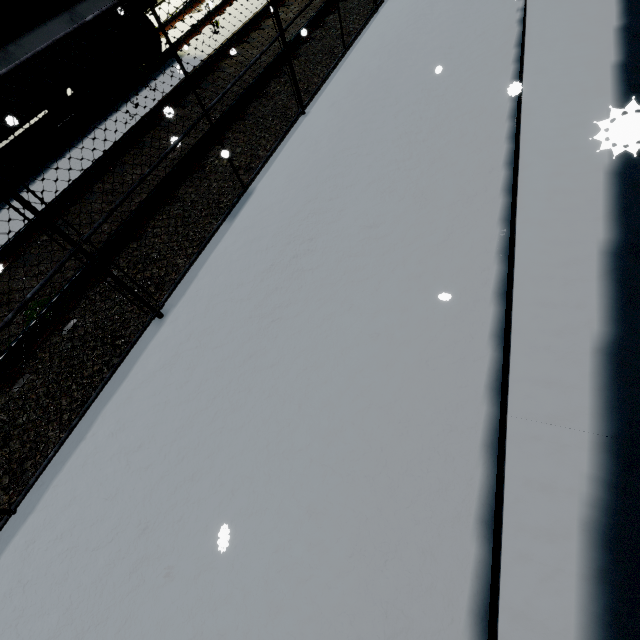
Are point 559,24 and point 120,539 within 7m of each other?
no

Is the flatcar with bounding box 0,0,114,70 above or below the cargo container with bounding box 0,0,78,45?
below

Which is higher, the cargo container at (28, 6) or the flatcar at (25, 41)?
the cargo container at (28, 6)
